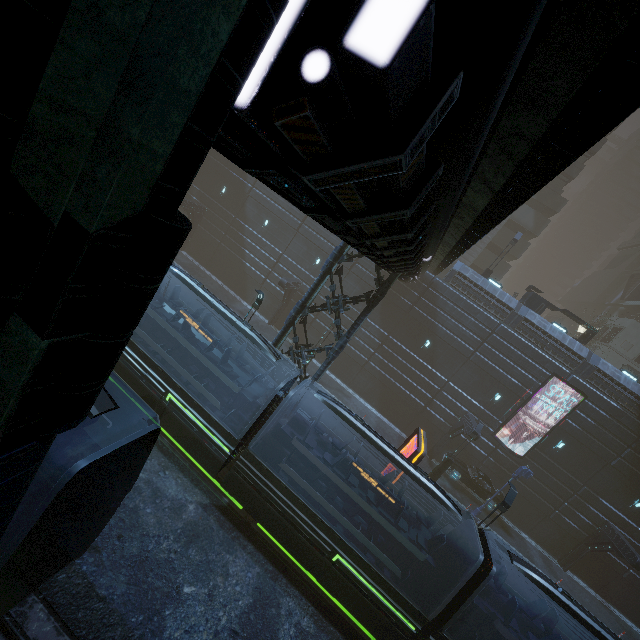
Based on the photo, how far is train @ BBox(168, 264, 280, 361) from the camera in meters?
12.3

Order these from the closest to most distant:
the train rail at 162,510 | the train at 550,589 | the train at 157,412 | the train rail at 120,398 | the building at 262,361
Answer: the train rail at 162,510 → the train at 550,589 → the train at 157,412 → the train rail at 120,398 → the building at 262,361

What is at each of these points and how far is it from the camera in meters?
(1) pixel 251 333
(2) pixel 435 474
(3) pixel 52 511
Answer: (1) train, 12.4
(2) street light, 22.1
(3) train, 5.4

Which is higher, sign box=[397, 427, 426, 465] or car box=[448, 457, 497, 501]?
sign box=[397, 427, 426, 465]

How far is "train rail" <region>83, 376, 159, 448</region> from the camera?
12.2 meters

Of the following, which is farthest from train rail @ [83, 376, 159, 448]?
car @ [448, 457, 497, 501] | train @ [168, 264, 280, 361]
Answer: car @ [448, 457, 497, 501]

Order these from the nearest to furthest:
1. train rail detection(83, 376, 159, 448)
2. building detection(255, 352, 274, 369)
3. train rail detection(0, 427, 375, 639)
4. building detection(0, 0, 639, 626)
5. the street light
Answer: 1. building detection(0, 0, 639, 626)
2. train rail detection(0, 427, 375, 639)
3. train rail detection(83, 376, 159, 448)
4. building detection(255, 352, 274, 369)
5. the street light

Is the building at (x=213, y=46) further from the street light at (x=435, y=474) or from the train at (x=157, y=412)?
the street light at (x=435, y=474)
